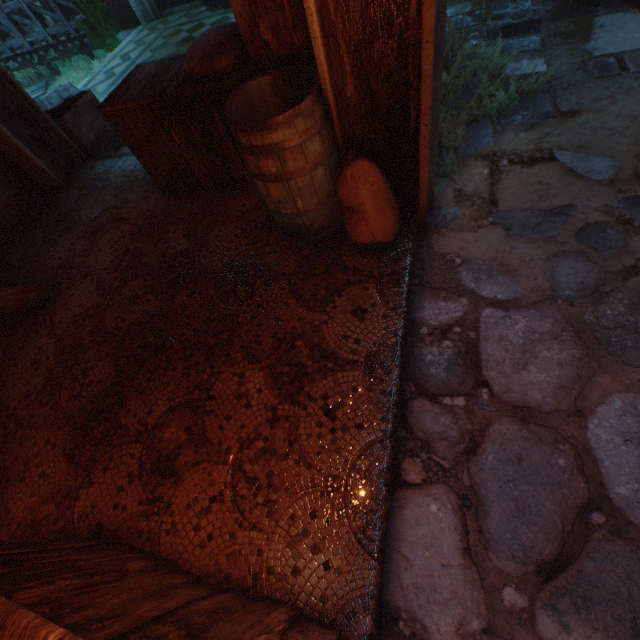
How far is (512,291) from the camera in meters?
2.1 m

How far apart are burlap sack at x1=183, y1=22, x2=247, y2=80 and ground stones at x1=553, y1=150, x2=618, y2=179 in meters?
2.7 m

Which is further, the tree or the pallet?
the pallet

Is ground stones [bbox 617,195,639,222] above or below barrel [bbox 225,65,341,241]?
below

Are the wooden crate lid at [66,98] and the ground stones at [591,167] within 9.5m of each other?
yes

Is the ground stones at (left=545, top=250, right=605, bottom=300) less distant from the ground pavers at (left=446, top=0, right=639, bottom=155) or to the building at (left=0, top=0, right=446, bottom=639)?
the building at (left=0, top=0, right=446, bottom=639)

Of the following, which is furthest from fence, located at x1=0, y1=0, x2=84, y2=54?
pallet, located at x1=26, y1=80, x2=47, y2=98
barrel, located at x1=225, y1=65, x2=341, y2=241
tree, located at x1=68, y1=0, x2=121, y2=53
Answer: barrel, located at x1=225, y1=65, x2=341, y2=241

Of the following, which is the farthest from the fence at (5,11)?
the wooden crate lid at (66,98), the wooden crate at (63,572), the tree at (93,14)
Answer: the wooden crate at (63,572)
